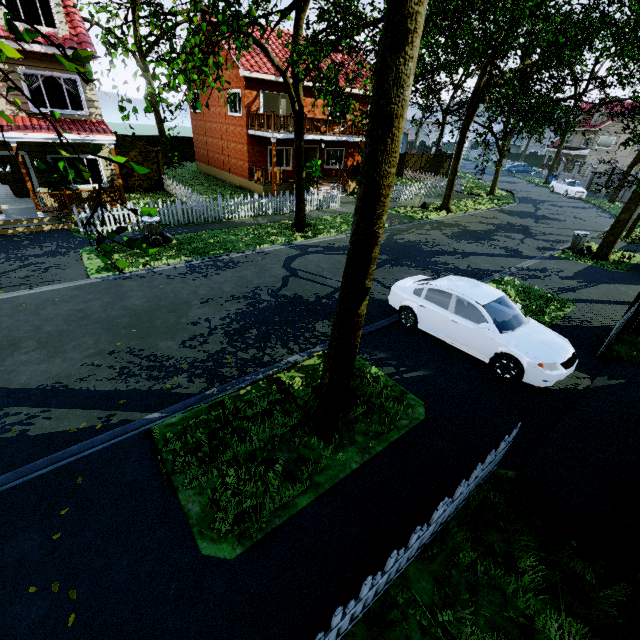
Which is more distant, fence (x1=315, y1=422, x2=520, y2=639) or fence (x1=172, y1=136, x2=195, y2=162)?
fence (x1=172, y1=136, x2=195, y2=162)

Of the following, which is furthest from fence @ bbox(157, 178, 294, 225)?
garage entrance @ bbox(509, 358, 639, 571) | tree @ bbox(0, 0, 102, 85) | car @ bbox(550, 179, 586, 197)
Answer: garage entrance @ bbox(509, 358, 639, 571)

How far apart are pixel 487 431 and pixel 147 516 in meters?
5.7

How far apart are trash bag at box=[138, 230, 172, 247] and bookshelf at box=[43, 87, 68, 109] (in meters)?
11.15

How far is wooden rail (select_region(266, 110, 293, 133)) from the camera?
18.2m

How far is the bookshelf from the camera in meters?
16.4 m

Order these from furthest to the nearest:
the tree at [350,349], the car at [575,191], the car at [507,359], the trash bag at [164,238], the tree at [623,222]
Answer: the car at [575,191], the tree at [623,222], the trash bag at [164,238], the car at [507,359], the tree at [350,349]

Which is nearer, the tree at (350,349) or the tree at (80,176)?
A: the tree at (80,176)
